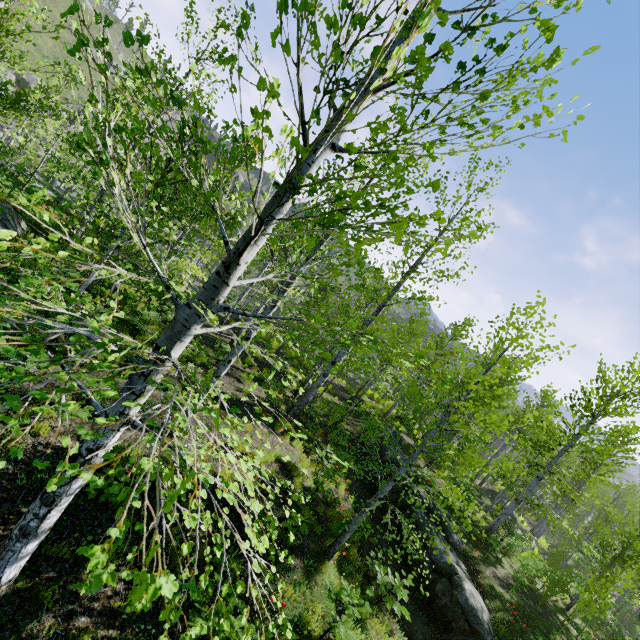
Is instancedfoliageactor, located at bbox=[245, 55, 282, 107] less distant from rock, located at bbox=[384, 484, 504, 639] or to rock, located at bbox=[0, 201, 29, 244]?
rock, located at bbox=[384, 484, 504, 639]

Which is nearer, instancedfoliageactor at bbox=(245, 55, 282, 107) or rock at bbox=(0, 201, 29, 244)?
instancedfoliageactor at bbox=(245, 55, 282, 107)

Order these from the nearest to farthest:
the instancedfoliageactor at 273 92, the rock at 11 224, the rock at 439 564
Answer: the instancedfoliageactor at 273 92 < the rock at 439 564 < the rock at 11 224

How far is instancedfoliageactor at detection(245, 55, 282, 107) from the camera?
1.4m

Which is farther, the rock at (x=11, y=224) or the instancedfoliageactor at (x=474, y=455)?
the rock at (x=11, y=224)

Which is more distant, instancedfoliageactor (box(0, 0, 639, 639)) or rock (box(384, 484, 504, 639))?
rock (box(384, 484, 504, 639))

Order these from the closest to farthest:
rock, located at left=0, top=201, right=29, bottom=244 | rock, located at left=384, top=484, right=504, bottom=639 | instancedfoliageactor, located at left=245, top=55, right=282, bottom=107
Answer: instancedfoliageactor, located at left=245, top=55, right=282, bottom=107 → rock, located at left=384, top=484, right=504, bottom=639 → rock, located at left=0, top=201, right=29, bottom=244

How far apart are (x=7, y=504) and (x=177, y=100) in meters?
5.8
